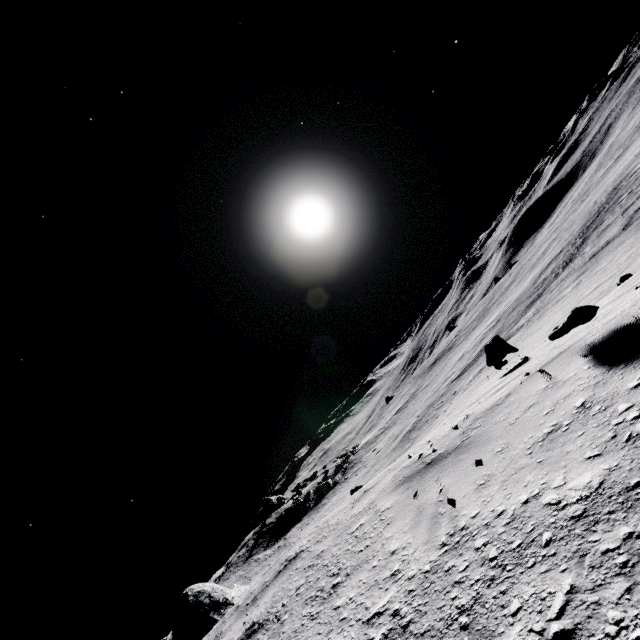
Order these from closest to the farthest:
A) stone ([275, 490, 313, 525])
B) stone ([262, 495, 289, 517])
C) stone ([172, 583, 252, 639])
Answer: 1. stone ([172, 583, 252, 639])
2. stone ([275, 490, 313, 525])
3. stone ([262, 495, 289, 517])

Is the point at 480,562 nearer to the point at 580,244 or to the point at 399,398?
the point at 580,244

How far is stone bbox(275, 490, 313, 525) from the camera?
34.8m

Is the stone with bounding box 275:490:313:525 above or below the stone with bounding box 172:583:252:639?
below

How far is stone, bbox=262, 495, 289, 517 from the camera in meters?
45.7

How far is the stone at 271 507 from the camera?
45.7 meters

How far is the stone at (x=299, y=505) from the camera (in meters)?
34.81

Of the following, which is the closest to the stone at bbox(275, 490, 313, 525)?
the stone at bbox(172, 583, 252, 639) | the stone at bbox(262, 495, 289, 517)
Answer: the stone at bbox(262, 495, 289, 517)
